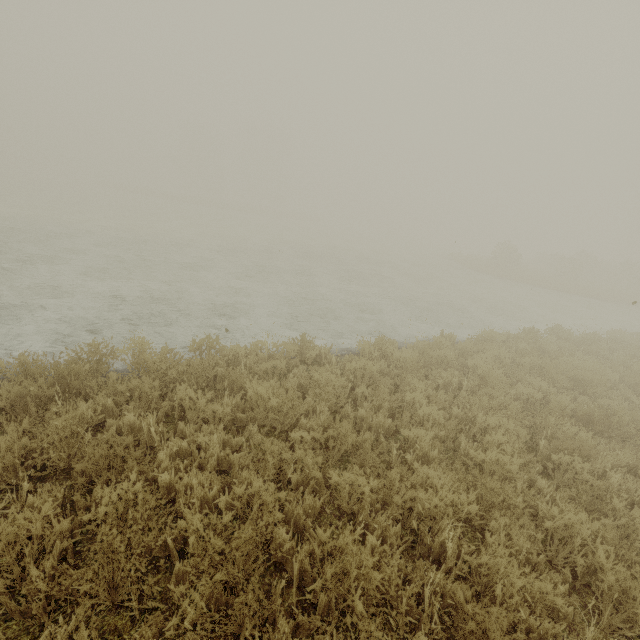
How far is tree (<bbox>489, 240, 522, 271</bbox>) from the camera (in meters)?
29.67

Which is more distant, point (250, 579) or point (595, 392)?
point (595, 392)

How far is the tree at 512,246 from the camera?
29.7 meters
